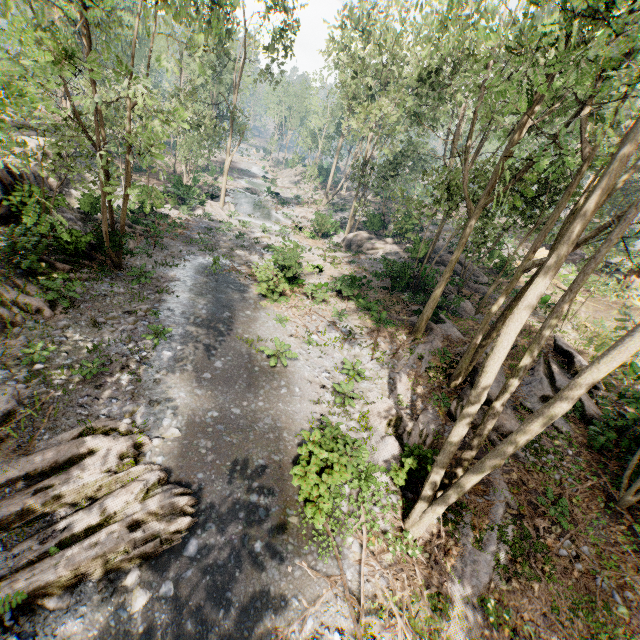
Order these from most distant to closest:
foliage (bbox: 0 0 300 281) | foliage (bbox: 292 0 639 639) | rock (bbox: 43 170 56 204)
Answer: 1. rock (bbox: 43 170 56 204)
2. foliage (bbox: 0 0 300 281)
3. foliage (bbox: 292 0 639 639)

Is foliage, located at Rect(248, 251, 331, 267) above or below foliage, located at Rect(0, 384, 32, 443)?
above

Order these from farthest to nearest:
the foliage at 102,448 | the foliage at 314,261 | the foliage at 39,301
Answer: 1. the foliage at 314,261
2. the foliage at 39,301
3. the foliage at 102,448

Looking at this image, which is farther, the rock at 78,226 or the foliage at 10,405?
the rock at 78,226

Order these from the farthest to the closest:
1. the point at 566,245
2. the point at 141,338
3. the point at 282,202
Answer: the point at 282,202, the point at 141,338, the point at 566,245

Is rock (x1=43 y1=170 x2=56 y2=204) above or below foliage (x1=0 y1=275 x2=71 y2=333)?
above

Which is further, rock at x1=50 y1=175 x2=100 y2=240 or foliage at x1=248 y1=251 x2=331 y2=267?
foliage at x1=248 y1=251 x2=331 y2=267

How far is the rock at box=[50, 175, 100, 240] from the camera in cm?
1625
